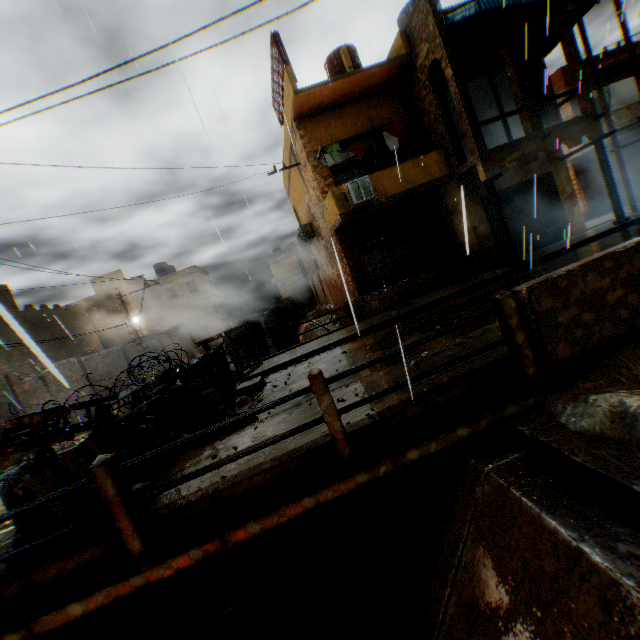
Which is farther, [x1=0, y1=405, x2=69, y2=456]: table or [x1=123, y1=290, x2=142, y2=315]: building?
[x1=123, y1=290, x2=142, y2=315]: building

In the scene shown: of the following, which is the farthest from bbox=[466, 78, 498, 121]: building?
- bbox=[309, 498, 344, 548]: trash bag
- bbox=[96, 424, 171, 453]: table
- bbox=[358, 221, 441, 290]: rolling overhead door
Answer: bbox=[309, 498, 344, 548]: trash bag

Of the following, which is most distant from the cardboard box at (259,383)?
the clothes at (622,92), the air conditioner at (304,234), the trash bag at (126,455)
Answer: the clothes at (622,92)

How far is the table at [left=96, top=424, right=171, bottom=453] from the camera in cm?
484

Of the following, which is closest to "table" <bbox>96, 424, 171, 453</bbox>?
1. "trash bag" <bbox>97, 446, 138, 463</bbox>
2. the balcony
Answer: "trash bag" <bbox>97, 446, 138, 463</bbox>

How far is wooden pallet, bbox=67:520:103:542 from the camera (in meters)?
3.66

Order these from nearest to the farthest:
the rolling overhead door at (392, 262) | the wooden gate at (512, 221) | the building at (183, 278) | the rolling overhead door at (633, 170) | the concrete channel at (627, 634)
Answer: the concrete channel at (627, 634)
the wooden gate at (512, 221)
the rolling overhead door at (392, 262)
the rolling overhead door at (633, 170)
the building at (183, 278)

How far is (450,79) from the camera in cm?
1088
